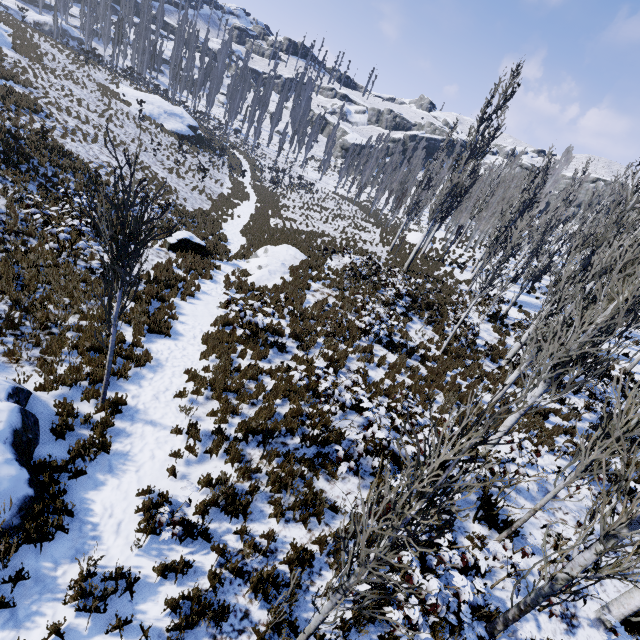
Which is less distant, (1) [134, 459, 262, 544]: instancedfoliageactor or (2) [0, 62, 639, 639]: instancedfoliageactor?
(2) [0, 62, 639, 639]: instancedfoliageactor

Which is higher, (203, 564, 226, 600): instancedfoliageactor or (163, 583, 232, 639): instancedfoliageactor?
(163, 583, 232, 639): instancedfoliageactor

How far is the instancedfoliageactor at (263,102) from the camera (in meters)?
52.81

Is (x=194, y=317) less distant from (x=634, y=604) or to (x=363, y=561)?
(x=363, y=561)

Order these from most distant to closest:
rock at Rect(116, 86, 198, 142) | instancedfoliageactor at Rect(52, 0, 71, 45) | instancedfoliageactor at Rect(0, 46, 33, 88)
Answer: instancedfoliageactor at Rect(52, 0, 71, 45)
rock at Rect(116, 86, 198, 142)
instancedfoliageactor at Rect(0, 46, 33, 88)

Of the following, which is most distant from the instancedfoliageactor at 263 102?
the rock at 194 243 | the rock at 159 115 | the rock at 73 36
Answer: the rock at 194 243

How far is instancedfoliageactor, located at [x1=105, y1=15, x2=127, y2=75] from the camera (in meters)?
41.94

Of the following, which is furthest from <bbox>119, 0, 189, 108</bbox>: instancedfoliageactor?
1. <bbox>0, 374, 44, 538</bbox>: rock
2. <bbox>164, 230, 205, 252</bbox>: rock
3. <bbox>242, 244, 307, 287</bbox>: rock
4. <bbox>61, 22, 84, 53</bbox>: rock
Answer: <bbox>164, 230, 205, 252</bbox>: rock
